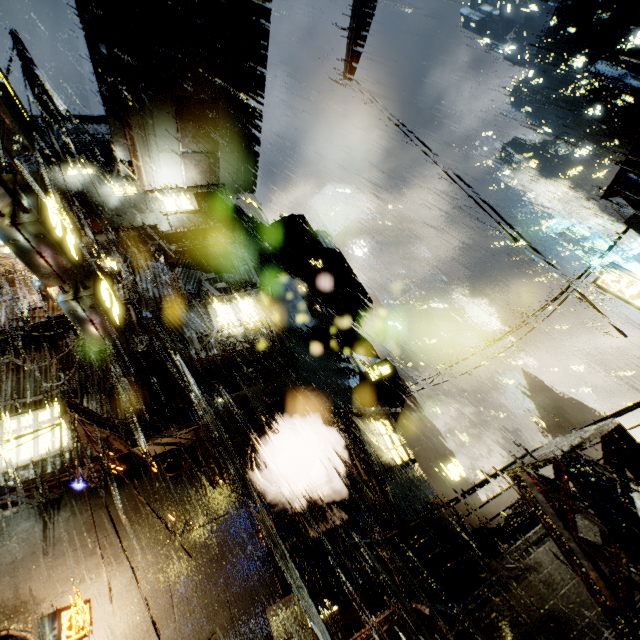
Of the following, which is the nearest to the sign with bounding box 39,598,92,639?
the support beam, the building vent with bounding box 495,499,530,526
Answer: the support beam

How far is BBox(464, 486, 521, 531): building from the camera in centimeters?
2366cm

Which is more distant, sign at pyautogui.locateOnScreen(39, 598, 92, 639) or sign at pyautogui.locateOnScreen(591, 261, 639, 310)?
sign at pyautogui.locateOnScreen(591, 261, 639, 310)

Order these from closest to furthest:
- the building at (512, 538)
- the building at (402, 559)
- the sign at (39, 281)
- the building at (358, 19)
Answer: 1. the sign at (39, 281)
2. the building at (512, 538)
3. the building at (402, 559)
4. the building at (358, 19)

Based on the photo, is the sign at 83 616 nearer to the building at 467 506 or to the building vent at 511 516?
the building at 467 506

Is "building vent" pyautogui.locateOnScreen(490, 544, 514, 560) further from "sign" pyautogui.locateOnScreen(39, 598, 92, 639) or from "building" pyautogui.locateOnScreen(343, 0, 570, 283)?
"sign" pyautogui.locateOnScreen(39, 598, 92, 639)

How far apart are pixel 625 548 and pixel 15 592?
14.34m

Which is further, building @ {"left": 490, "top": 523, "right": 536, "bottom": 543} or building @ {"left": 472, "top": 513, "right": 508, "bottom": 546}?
building @ {"left": 472, "top": 513, "right": 508, "bottom": 546}
